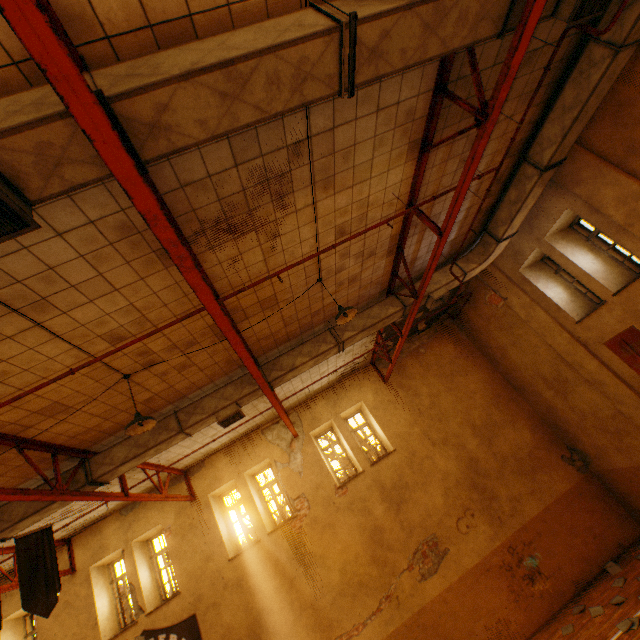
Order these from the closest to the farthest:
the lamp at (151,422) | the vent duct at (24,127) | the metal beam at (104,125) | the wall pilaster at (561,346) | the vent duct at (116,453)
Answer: the metal beam at (104,125)
the vent duct at (24,127)
the lamp at (151,422)
the vent duct at (116,453)
the wall pilaster at (561,346)

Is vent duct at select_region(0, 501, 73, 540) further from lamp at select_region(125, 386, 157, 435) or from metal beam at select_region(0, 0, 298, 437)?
lamp at select_region(125, 386, 157, 435)

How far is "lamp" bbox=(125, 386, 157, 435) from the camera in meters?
5.0 m

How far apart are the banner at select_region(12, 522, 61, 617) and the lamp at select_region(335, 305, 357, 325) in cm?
579

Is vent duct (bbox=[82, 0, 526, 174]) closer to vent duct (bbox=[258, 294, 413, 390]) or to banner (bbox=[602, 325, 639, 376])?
vent duct (bbox=[258, 294, 413, 390])

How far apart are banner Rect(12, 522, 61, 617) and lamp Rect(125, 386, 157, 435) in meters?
1.8

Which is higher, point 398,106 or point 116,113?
point 398,106

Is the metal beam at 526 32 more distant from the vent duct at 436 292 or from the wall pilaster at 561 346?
the wall pilaster at 561 346
